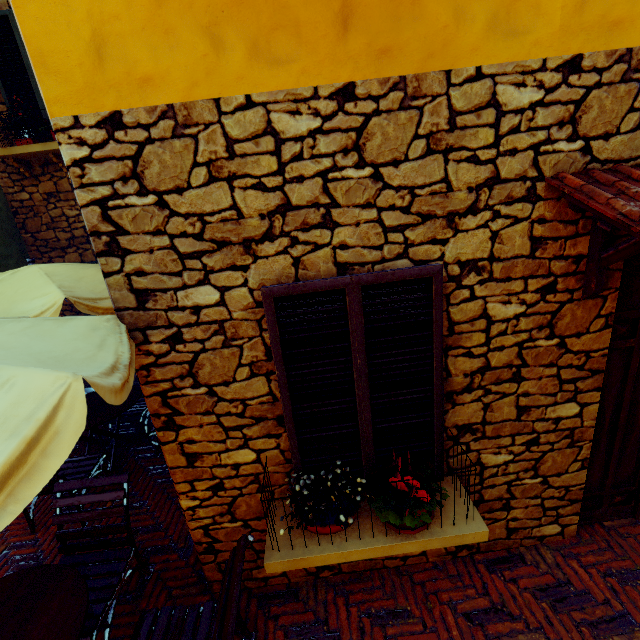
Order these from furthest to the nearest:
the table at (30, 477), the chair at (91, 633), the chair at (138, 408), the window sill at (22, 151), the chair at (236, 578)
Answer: the window sill at (22, 151) < the chair at (138, 408) < the chair at (91, 633) < the chair at (236, 578) < the table at (30, 477)

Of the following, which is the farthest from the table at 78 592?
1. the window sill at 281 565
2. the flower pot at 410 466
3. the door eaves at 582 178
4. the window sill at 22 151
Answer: the window sill at 22 151

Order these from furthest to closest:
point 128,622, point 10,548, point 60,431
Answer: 1. point 10,548
2. point 128,622
3. point 60,431

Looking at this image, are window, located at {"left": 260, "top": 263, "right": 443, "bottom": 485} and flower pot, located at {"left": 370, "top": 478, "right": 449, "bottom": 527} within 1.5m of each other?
yes

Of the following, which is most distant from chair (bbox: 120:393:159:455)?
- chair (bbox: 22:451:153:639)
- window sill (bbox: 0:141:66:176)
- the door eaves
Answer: the door eaves

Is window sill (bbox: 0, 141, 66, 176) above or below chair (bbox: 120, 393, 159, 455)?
above

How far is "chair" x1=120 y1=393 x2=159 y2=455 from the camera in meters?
4.5 m

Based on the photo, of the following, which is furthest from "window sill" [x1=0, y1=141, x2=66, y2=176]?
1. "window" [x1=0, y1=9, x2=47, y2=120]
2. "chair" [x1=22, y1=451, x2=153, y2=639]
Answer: "chair" [x1=22, y1=451, x2=153, y2=639]
